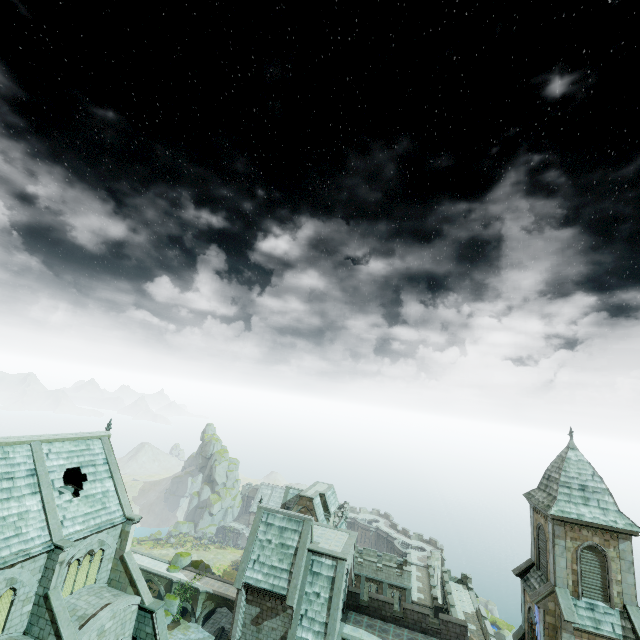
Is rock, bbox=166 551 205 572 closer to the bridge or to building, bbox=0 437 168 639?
the bridge

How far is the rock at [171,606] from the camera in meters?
49.8 m

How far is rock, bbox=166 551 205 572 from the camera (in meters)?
55.44

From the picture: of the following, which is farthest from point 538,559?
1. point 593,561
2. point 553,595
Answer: point 593,561

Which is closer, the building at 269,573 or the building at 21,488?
the building at 21,488

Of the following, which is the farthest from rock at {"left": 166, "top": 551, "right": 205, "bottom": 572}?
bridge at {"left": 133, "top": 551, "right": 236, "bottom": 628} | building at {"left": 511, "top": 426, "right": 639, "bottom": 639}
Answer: building at {"left": 511, "top": 426, "right": 639, "bottom": 639}

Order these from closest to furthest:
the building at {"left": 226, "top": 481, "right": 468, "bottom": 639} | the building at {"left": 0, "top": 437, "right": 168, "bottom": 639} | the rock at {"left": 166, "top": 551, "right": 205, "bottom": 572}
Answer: the building at {"left": 0, "top": 437, "right": 168, "bottom": 639} → the building at {"left": 226, "top": 481, "right": 468, "bottom": 639} → the rock at {"left": 166, "top": 551, "right": 205, "bottom": 572}
